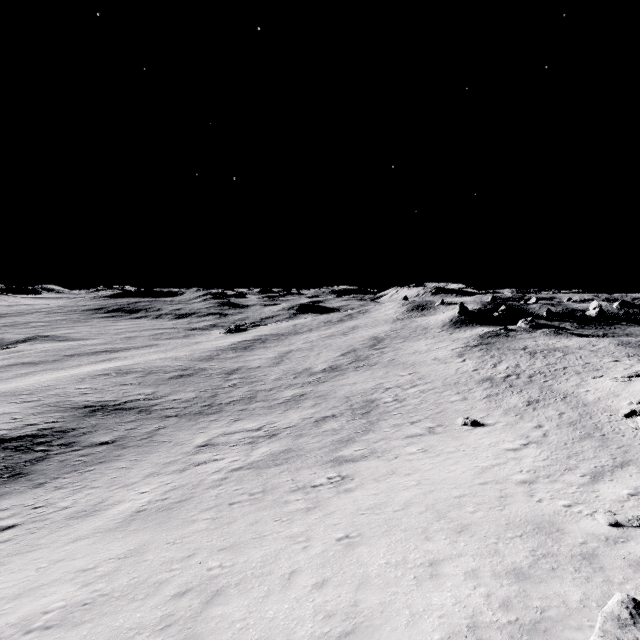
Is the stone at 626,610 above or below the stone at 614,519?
above

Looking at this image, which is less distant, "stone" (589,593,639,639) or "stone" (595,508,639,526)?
"stone" (589,593,639,639)

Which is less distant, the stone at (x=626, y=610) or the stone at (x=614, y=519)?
the stone at (x=626, y=610)

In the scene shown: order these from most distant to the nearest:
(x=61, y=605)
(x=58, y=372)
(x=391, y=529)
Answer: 1. (x=58, y=372)
2. (x=391, y=529)
3. (x=61, y=605)

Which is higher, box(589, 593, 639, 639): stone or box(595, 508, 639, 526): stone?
box(589, 593, 639, 639): stone
